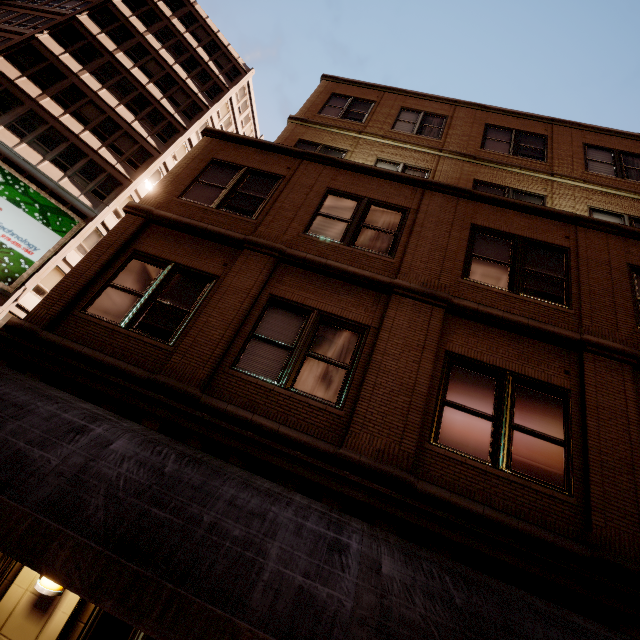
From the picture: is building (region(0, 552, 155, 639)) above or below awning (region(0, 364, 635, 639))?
below

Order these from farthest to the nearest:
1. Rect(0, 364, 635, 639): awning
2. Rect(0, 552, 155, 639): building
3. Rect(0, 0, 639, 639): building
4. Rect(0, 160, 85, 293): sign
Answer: Rect(0, 160, 85, 293): sign
Rect(0, 0, 639, 639): building
Rect(0, 552, 155, 639): building
Rect(0, 364, 635, 639): awning

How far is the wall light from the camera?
3.99m

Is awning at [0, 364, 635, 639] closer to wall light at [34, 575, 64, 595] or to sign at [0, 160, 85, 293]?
wall light at [34, 575, 64, 595]

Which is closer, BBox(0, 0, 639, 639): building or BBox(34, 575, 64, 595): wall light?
BBox(34, 575, 64, 595): wall light

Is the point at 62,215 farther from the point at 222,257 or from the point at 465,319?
the point at 465,319

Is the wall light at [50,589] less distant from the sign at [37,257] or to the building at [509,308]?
the building at [509,308]

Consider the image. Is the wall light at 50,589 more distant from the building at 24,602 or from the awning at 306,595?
the awning at 306,595
